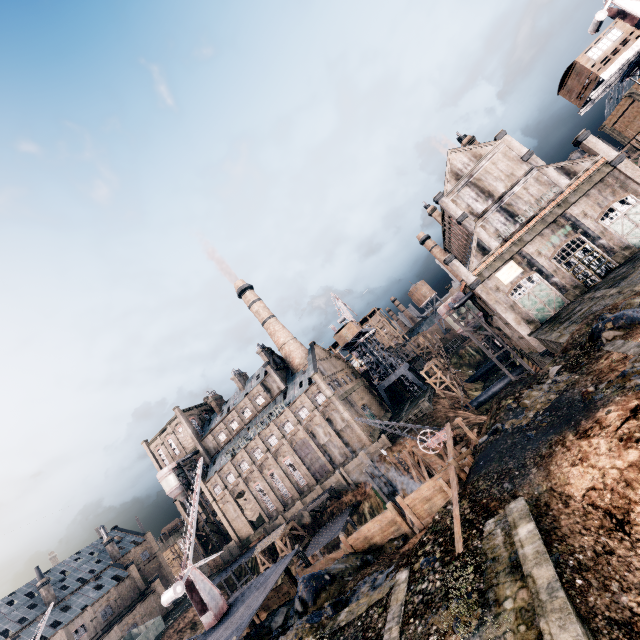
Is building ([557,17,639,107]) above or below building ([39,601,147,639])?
above

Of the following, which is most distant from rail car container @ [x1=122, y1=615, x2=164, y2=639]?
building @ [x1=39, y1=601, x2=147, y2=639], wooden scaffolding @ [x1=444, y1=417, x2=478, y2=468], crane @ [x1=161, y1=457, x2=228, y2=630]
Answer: wooden scaffolding @ [x1=444, y1=417, x2=478, y2=468]

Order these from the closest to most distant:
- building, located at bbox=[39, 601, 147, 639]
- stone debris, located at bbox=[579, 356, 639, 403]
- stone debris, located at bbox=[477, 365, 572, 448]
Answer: stone debris, located at bbox=[579, 356, 639, 403], stone debris, located at bbox=[477, 365, 572, 448], building, located at bbox=[39, 601, 147, 639]

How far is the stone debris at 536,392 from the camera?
18.58m

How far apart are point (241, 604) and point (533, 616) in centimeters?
2393cm

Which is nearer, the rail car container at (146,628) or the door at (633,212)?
the door at (633,212)

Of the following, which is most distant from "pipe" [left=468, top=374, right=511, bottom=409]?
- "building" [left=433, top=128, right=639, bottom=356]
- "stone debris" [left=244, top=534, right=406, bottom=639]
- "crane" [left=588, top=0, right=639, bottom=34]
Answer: "crane" [left=588, top=0, right=639, bottom=34]

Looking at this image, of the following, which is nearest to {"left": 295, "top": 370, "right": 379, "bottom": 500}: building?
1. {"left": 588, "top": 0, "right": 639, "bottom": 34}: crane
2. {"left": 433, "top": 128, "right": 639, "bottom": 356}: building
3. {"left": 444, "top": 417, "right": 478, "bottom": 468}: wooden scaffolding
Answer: {"left": 444, "top": 417, "right": 478, "bottom": 468}: wooden scaffolding
